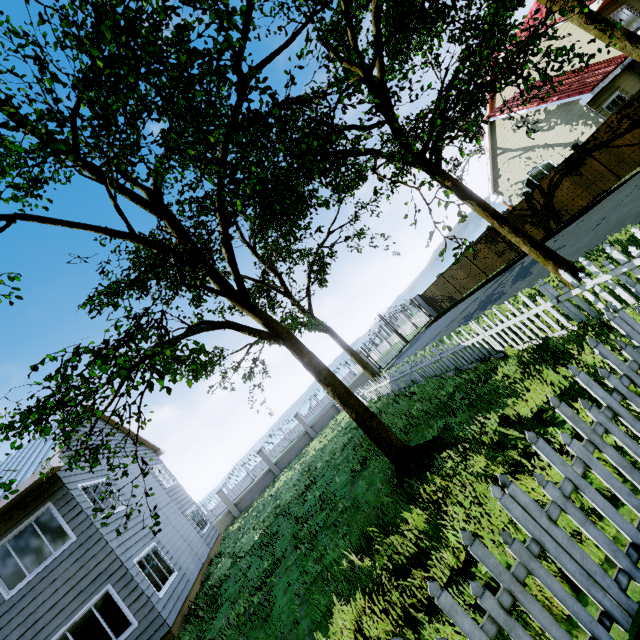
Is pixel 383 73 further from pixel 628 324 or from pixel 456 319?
pixel 456 319

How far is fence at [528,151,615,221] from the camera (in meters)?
13.66

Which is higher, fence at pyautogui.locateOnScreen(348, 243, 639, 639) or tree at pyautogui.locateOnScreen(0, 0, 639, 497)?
tree at pyautogui.locateOnScreen(0, 0, 639, 497)

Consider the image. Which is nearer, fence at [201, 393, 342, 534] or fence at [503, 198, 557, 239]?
fence at [503, 198, 557, 239]

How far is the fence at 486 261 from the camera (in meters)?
18.98

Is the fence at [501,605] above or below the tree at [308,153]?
below

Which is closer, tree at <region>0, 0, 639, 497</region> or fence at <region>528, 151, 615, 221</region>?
tree at <region>0, 0, 639, 497</region>
